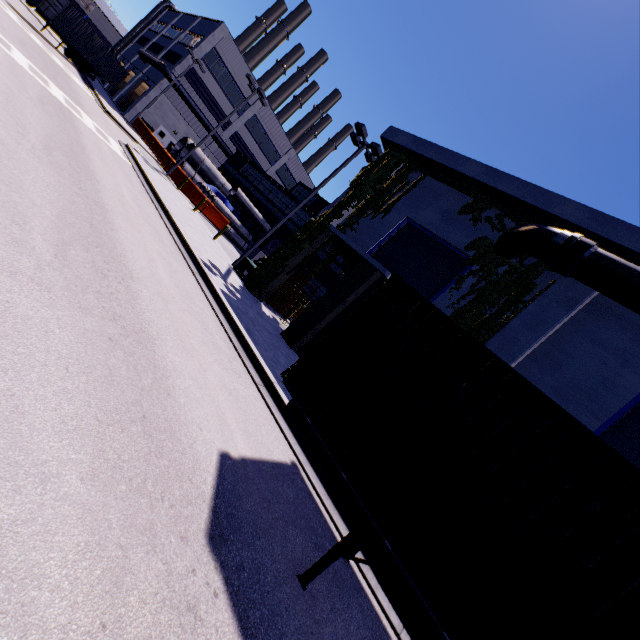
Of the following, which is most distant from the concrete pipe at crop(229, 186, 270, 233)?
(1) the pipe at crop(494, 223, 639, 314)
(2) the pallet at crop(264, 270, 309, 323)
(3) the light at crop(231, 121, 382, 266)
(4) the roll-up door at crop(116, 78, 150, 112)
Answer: (1) the pipe at crop(494, 223, 639, 314)

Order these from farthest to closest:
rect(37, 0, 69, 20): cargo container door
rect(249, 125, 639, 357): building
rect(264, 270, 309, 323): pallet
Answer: rect(37, 0, 69, 20): cargo container door
rect(264, 270, 309, 323): pallet
rect(249, 125, 639, 357): building

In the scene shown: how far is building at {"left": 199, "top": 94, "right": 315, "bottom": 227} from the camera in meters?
34.2 m

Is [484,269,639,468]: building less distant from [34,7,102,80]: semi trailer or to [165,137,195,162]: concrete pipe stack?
[165,137,195,162]: concrete pipe stack

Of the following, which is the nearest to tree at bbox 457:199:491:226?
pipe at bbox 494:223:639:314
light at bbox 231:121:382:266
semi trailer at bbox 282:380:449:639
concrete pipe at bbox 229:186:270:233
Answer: pipe at bbox 494:223:639:314

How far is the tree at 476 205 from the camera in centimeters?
1288cm

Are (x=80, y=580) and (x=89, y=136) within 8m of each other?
no

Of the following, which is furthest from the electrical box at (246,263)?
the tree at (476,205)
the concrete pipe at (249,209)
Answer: the concrete pipe at (249,209)
